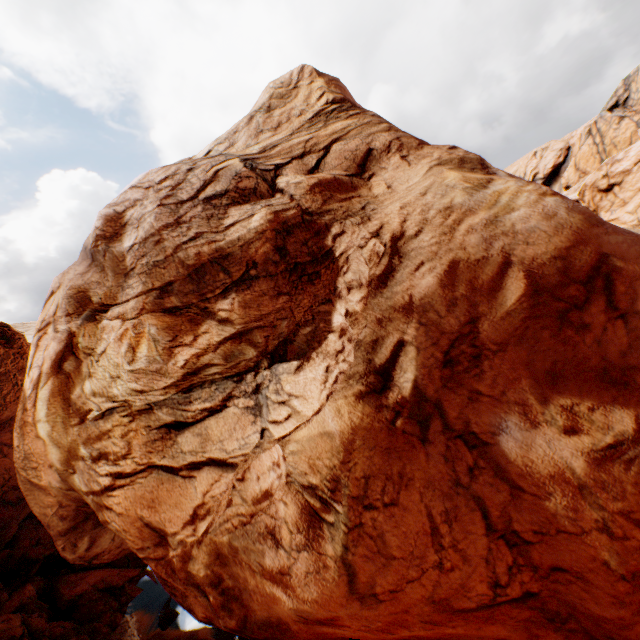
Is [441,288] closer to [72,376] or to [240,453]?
[240,453]
